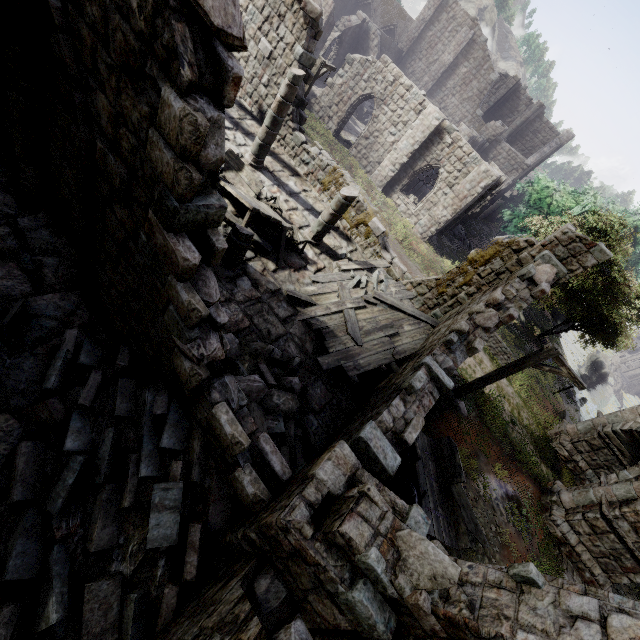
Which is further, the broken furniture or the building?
the broken furniture

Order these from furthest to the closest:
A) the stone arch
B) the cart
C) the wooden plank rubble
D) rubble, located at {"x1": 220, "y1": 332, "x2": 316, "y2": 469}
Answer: the stone arch, the wooden plank rubble, the cart, rubble, located at {"x1": 220, "y1": 332, "x2": 316, "y2": 469}

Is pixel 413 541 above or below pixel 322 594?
above

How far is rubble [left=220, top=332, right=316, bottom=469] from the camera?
5.8 meters

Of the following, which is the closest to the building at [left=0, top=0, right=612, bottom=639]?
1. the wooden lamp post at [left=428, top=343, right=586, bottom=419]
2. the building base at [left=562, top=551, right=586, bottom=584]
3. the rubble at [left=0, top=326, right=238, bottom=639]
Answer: the rubble at [left=0, top=326, right=238, bottom=639]

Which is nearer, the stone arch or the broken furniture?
the broken furniture

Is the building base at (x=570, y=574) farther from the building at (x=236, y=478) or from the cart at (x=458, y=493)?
the building at (x=236, y=478)

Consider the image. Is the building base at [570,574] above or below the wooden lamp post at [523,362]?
below
